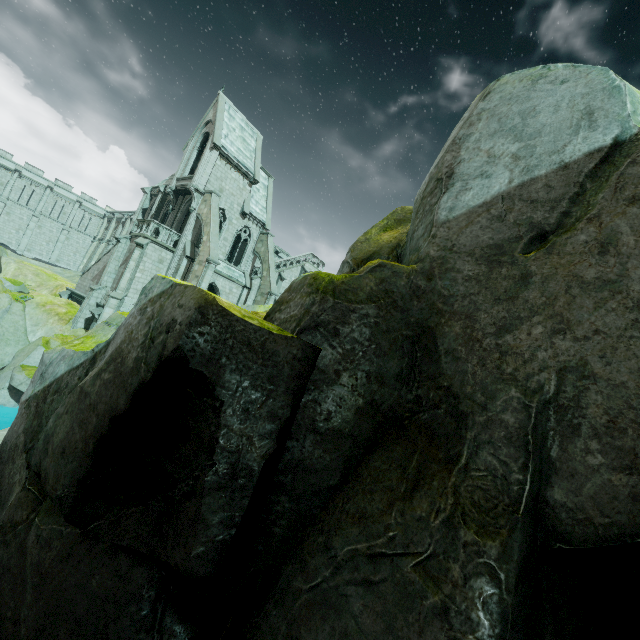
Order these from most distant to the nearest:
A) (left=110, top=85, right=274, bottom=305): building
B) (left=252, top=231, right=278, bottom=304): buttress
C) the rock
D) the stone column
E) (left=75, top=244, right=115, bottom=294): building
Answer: (left=252, top=231, right=278, bottom=304): buttress, (left=75, top=244, right=115, bottom=294): building, (left=110, top=85, right=274, bottom=305): building, the stone column, the rock

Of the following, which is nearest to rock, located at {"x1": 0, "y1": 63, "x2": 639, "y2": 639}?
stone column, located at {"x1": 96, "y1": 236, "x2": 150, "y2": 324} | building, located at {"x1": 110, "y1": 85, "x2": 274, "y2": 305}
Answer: building, located at {"x1": 110, "y1": 85, "x2": 274, "y2": 305}

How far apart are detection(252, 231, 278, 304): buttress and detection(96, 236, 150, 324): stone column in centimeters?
969cm

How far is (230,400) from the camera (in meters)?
2.67

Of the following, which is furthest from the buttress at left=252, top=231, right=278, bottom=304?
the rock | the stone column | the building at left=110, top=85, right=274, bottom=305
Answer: the rock

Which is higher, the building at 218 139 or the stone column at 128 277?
the building at 218 139

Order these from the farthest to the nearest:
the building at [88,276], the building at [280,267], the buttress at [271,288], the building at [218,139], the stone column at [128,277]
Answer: the building at [280,267], the buttress at [271,288], the building at [88,276], the building at [218,139], the stone column at [128,277]

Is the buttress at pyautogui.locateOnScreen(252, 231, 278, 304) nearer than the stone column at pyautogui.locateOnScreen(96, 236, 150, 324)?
No
